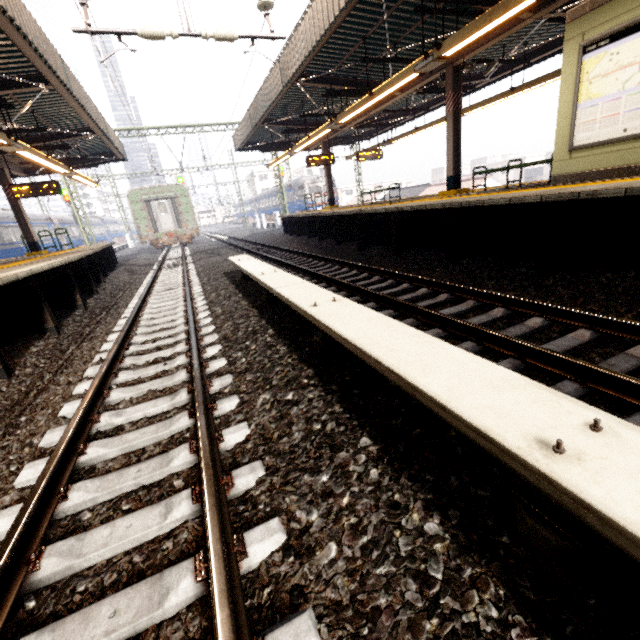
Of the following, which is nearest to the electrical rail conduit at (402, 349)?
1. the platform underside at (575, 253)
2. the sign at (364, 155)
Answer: the platform underside at (575, 253)

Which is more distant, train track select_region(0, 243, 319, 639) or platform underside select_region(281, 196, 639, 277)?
platform underside select_region(281, 196, 639, 277)

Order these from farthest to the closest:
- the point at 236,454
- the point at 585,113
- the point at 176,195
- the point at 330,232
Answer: the point at 176,195 < the point at 330,232 < the point at 585,113 < the point at 236,454

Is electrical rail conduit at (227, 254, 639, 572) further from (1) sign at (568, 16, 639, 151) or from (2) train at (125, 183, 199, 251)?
(2) train at (125, 183, 199, 251)

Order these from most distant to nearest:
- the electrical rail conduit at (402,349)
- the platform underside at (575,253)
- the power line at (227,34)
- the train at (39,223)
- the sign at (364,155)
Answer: the train at (39,223), the sign at (364,155), the power line at (227,34), the platform underside at (575,253), the electrical rail conduit at (402,349)

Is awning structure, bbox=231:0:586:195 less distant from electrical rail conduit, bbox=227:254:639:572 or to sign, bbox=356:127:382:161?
sign, bbox=356:127:382:161

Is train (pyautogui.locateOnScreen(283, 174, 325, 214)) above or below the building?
above

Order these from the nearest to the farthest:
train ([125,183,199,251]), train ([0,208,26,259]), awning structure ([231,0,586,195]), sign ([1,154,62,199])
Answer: awning structure ([231,0,586,195]) → sign ([1,154,62,199]) → train ([0,208,26,259]) → train ([125,183,199,251])
